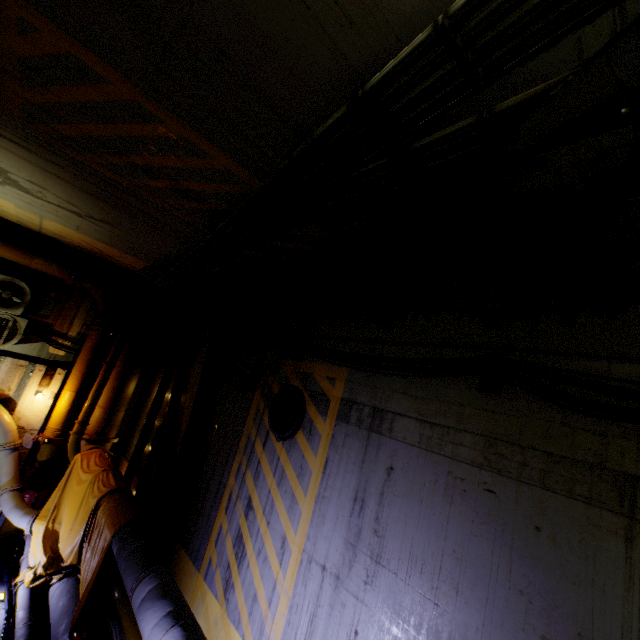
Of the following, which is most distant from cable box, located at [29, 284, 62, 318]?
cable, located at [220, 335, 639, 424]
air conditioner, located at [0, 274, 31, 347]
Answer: cable, located at [220, 335, 639, 424]

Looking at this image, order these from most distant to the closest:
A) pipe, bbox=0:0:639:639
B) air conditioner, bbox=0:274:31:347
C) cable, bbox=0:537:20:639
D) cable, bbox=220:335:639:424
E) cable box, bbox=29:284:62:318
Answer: cable box, bbox=29:284:62:318 < air conditioner, bbox=0:274:31:347 < cable, bbox=0:537:20:639 < cable, bbox=220:335:639:424 < pipe, bbox=0:0:639:639

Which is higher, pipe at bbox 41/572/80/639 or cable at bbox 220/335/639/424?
cable at bbox 220/335/639/424

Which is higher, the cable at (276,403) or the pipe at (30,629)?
the cable at (276,403)

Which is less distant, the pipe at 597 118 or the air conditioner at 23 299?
the pipe at 597 118

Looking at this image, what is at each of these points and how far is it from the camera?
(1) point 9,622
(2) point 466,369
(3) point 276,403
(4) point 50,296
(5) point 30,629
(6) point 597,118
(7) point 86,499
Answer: (1) cable, 5.5 meters
(2) cable, 3.2 meters
(3) cable, 5.2 meters
(4) cable box, 8.2 meters
(5) pipe, 5.2 meters
(6) pipe, 1.9 meters
(7) cloth, 6.4 meters

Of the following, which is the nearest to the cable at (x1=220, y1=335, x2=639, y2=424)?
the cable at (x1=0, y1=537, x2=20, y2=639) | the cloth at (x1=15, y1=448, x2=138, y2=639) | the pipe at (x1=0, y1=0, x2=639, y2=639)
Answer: the pipe at (x1=0, y1=0, x2=639, y2=639)

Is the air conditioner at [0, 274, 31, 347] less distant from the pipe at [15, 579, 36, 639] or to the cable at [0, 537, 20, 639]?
the pipe at [15, 579, 36, 639]
